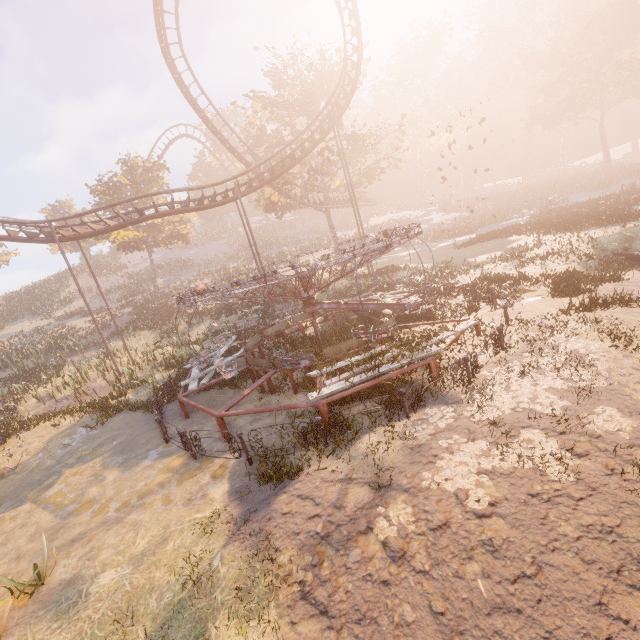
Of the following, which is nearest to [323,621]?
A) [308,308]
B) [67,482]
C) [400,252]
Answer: [67,482]

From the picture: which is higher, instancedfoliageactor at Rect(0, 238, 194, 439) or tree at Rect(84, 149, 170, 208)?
tree at Rect(84, 149, 170, 208)

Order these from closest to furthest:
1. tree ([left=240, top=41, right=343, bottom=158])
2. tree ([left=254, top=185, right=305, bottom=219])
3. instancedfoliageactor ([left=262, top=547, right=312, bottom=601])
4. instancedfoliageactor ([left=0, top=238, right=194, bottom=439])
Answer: instancedfoliageactor ([left=262, top=547, right=312, bottom=601]) → instancedfoliageactor ([left=0, top=238, right=194, bottom=439]) → tree ([left=240, top=41, right=343, bottom=158]) → tree ([left=254, top=185, right=305, bottom=219])

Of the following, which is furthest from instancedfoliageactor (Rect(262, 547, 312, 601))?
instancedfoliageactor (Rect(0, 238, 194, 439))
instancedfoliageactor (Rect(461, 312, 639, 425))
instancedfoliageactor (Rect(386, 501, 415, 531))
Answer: instancedfoliageactor (Rect(0, 238, 194, 439))

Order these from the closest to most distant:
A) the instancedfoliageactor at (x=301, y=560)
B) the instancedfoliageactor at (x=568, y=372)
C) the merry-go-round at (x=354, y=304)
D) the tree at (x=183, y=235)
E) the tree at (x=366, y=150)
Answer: the instancedfoliageactor at (x=301, y=560) → the instancedfoliageactor at (x=568, y=372) → the merry-go-round at (x=354, y=304) → the tree at (x=366, y=150) → the tree at (x=183, y=235)

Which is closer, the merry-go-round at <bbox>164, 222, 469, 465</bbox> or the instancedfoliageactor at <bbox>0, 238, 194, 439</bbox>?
the merry-go-round at <bbox>164, 222, 469, 465</bbox>

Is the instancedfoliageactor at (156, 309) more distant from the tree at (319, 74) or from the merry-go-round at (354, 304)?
the merry-go-round at (354, 304)

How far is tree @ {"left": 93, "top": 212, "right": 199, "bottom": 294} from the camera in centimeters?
3441cm
